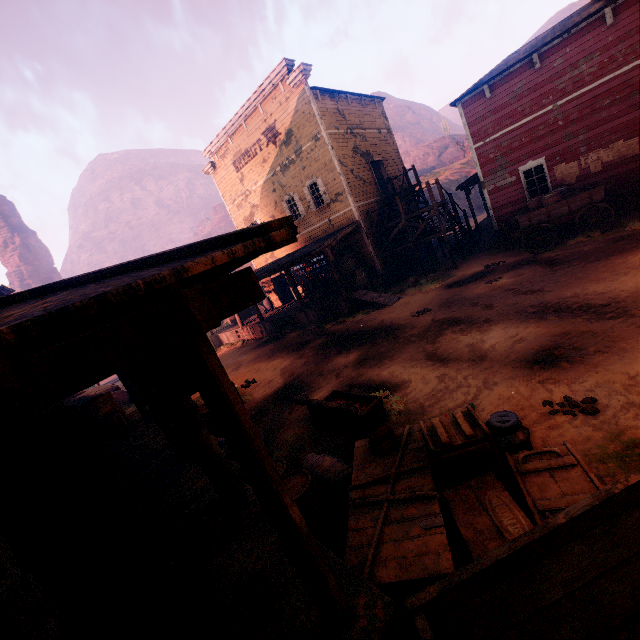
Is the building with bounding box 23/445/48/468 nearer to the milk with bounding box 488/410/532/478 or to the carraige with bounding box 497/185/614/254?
the carraige with bounding box 497/185/614/254

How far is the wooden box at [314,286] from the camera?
19.0m

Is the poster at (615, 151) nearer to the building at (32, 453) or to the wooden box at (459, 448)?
the building at (32, 453)

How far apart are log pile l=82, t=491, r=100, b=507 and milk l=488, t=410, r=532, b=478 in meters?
6.4 m

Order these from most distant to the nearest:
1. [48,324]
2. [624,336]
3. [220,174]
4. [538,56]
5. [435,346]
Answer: [220,174] → [538,56] → [435,346] → [624,336] → [48,324]

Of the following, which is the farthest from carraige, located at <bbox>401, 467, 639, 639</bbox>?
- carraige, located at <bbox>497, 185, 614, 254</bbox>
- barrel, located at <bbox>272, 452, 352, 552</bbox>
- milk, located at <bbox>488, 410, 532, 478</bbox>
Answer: carraige, located at <bbox>497, 185, 614, 254</bbox>

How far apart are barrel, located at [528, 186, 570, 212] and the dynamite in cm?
1244

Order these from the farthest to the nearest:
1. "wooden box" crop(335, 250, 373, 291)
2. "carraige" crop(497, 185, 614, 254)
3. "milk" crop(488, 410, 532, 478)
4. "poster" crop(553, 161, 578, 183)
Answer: "wooden box" crop(335, 250, 373, 291)
"poster" crop(553, 161, 578, 183)
"carraige" crop(497, 185, 614, 254)
"milk" crop(488, 410, 532, 478)
